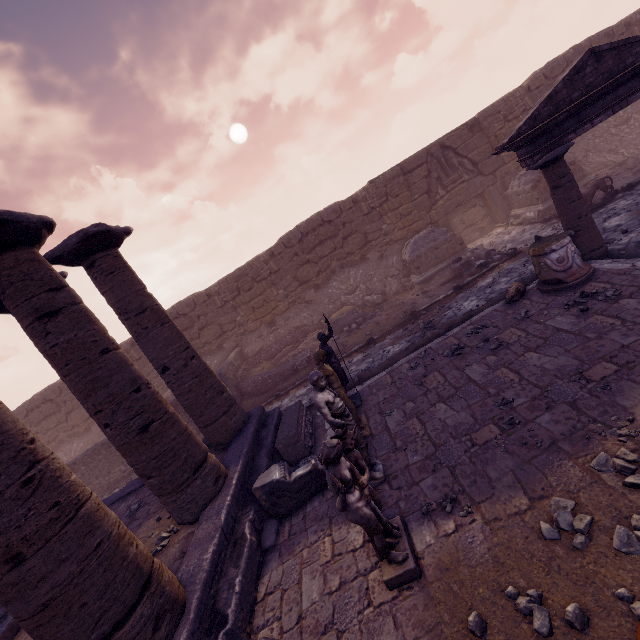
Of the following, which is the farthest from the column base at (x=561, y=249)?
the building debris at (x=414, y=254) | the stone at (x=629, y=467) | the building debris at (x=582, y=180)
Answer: the building debris at (x=582, y=180)

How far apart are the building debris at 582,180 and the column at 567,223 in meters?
6.4

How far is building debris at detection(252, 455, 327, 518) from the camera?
5.38m

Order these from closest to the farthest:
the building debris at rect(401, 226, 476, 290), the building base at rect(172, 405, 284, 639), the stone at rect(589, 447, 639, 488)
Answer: the stone at rect(589, 447, 639, 488), the building base at rect(172, 405, 284, 639), the building debris at rect(401, 226, 476, 290)

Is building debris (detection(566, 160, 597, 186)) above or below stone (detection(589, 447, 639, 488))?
above

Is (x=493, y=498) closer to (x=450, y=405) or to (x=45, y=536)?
(x=450, y=405)

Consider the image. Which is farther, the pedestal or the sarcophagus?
the sarcophagus

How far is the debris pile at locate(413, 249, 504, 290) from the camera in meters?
11.3 m
